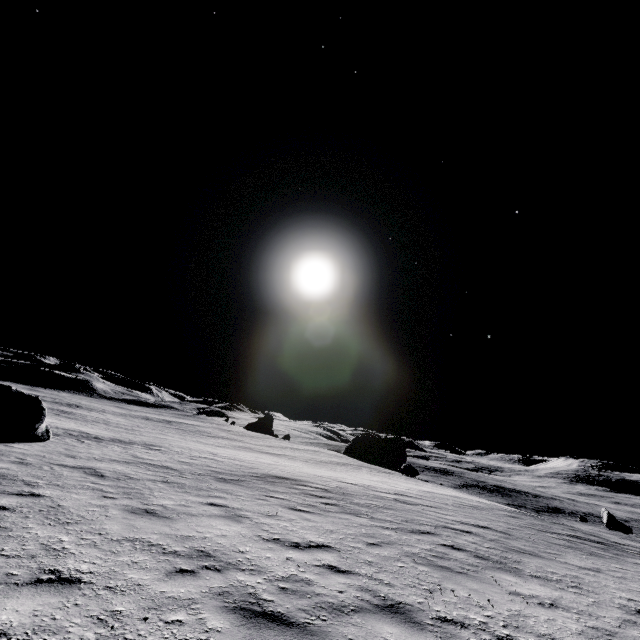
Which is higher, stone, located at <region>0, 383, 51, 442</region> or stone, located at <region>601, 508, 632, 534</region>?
stone, located at <region>0, 383, 51, 442</region>

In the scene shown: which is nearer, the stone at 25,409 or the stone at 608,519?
the stone at 25,409

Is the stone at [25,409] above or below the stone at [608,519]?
above

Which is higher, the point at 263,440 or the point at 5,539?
the point at 5,539

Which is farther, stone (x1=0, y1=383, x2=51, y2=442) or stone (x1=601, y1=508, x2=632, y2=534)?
stone (x1=601, y1=508, x2=632, y2=534)

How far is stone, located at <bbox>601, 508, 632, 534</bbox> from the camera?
35.75m
